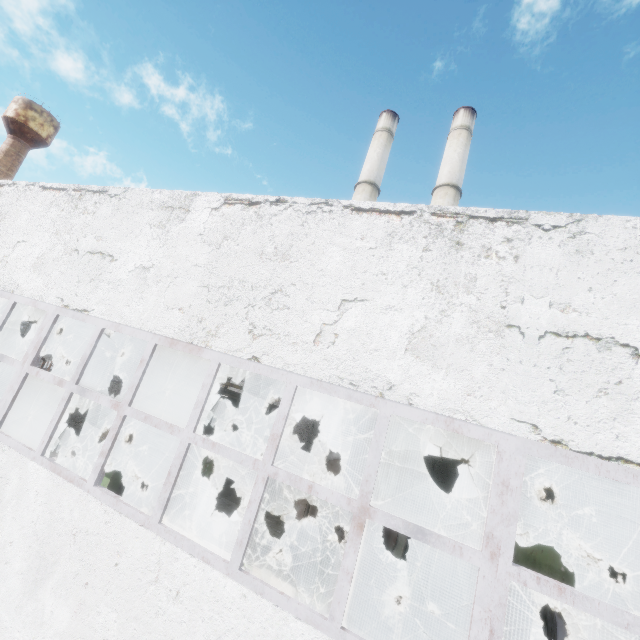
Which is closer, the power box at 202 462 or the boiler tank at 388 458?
the boiler tank at 388 458

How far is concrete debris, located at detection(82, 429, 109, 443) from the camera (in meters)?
15.77

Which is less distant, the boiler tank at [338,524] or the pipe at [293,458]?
the boiler tank at [338,524]

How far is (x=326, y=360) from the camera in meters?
4.3 m

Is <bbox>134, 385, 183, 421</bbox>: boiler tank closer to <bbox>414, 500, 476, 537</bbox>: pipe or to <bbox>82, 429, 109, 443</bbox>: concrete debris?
<bbox>414, 500, 476, 537</bbox>: pipe

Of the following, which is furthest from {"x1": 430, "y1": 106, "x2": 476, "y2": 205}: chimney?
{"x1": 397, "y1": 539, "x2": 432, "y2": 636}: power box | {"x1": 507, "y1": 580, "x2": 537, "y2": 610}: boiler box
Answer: {"x1": 397, "y1": 539, "x2": 432, "y2": 636}: power box

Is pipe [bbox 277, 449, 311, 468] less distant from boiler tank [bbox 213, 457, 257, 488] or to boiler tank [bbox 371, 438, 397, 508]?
boiler tank [bbox 213, 457, 257, 488]
